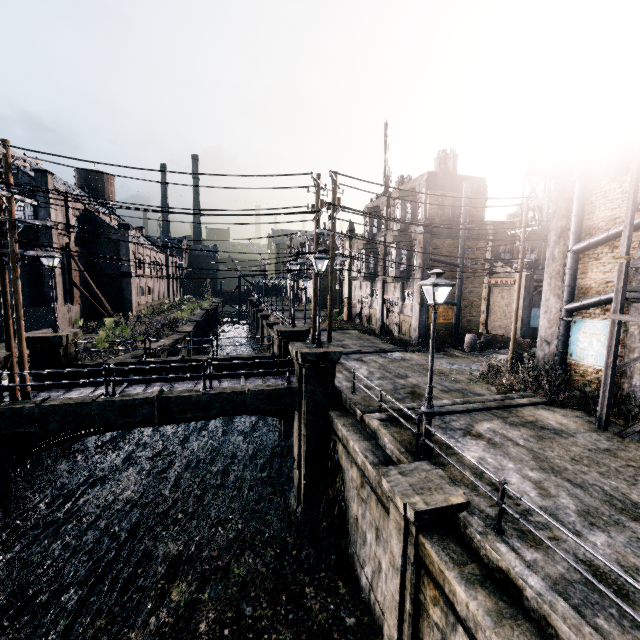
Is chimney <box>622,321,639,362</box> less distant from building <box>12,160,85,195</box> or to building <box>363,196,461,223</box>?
building <box>363,196,461,223</box>

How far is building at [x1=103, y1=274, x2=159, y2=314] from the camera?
42.2 meters

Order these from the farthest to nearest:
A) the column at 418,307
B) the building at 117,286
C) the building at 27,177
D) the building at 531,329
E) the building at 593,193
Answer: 1. the building at 117,286
2. the building at 27,177
3. the building at 531,329
4. the column at 418,307
5. the building at 593,193

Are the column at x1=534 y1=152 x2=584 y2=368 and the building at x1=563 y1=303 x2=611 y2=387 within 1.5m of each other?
yes

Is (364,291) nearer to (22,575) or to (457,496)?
(457,496)

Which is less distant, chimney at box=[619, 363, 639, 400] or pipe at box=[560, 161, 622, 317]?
chimney at box=[619, 363, 639, 400]

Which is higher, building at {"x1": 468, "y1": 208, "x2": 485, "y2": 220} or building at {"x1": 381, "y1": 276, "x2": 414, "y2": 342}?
building at {"x1": 468, "y1": 208, "x2": 485, "y2": 220}

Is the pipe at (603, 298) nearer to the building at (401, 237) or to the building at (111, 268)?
the building at (401, 237)
